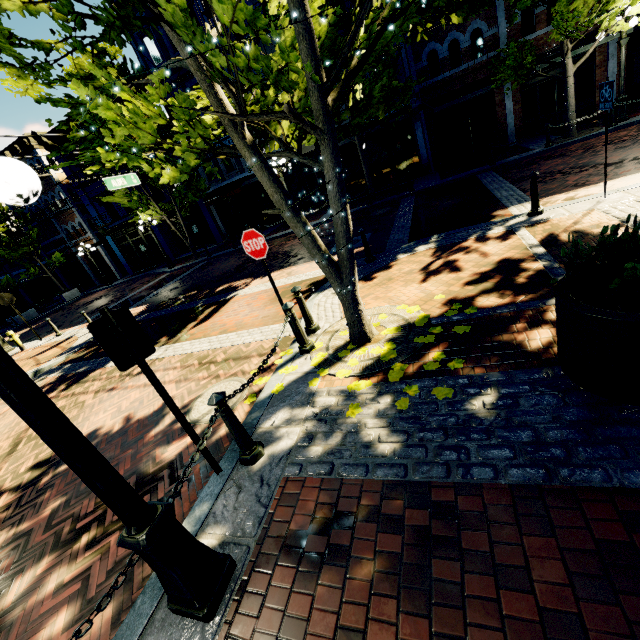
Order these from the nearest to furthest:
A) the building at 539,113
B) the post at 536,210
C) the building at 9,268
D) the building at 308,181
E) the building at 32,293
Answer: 1. the post at 536,210
2. the building at 539,113
3. the building at 308,181
4. the building at 9,268
5. the building at 32,293

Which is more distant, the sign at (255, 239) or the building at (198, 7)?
the building at (198, 7)

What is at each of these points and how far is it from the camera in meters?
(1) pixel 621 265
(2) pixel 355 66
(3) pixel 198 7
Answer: (1) bush, 2.4
(2) tree, 3.6
(3) building, 17.1

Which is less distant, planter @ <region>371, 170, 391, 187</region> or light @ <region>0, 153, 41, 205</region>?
light @ <region>0, 153, 41, 205</region>

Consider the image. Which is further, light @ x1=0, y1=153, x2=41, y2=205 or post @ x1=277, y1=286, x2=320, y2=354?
post @ x1=277, y1=286, x2=320, y2=354

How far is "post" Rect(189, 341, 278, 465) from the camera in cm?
308

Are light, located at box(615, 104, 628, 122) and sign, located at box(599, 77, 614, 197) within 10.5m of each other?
yes

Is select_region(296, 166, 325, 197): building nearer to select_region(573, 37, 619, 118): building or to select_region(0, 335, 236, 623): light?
select_region(573, 37, 619, 118): building
